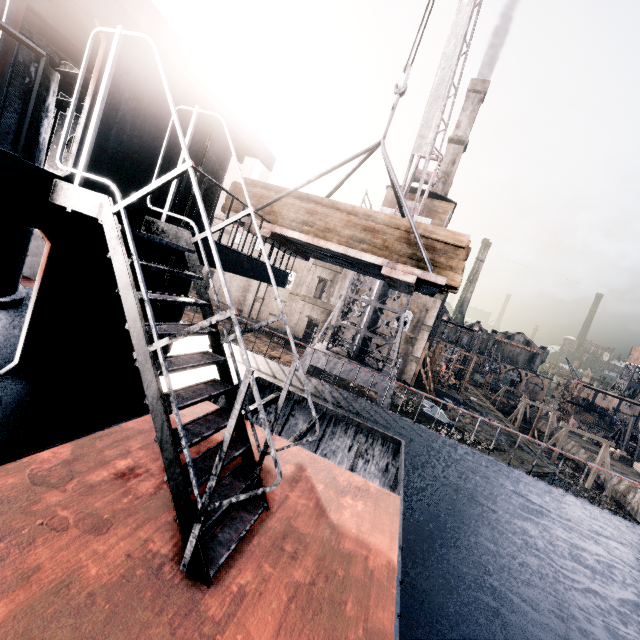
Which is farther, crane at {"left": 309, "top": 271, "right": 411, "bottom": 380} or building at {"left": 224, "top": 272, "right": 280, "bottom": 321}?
building at {"left": 224, "top": 272, "right": 280, "bottom": 321}

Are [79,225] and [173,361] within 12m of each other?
yes

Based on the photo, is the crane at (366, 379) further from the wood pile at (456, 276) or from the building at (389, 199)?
the wood pile at (456, 276)

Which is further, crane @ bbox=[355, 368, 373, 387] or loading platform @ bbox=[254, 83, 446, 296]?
crane @ bbox=[355, 368, 373, 387]

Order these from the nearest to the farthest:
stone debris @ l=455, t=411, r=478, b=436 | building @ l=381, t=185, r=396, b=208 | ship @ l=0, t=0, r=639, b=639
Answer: ship @ l=0, t=0, r=639, b=639 → building @ l=381, t=185, r=396, b=208 → stone debris @ l=455, t=411, r=478, b=436

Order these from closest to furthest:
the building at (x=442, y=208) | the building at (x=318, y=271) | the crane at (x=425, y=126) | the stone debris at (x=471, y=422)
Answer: the crane at (x=425, y=126), the building at (x=442, y=208), the stone debris at (x=471, y=422), the building at (x=318, y=271)

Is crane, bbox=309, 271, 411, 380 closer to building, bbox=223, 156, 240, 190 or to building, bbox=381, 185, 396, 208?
building, bbox=381, 185, 396, 208

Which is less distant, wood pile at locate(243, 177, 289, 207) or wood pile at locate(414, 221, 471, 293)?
wood pile at locate(414, 221, 471, 293)
